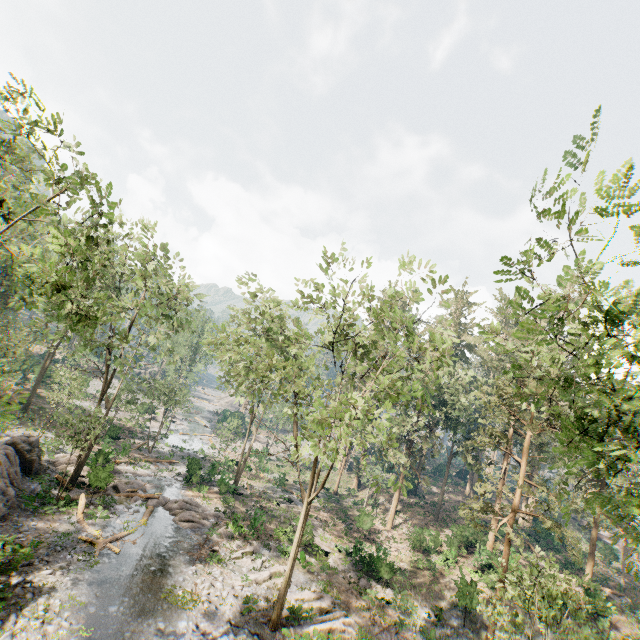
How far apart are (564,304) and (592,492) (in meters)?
6.34

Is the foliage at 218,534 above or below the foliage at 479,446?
below

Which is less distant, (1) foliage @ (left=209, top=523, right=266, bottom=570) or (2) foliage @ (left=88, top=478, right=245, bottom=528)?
(1) foliage @ (left=209, top=523, right=266, bottom=570)

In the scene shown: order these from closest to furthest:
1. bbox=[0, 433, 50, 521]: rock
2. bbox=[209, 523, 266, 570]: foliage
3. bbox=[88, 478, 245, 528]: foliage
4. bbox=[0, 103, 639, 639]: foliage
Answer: bbox=[0, 103, 639, 639]: foliage → bbox=[0, 433, 50, 521]: rock → bbox=[209, 523, 266, 570]: foliage → bbox=[88, 478, 245, 528]: foliage

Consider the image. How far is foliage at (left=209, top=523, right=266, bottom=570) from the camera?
21.7m

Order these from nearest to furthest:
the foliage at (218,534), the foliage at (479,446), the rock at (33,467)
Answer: the foliage at (479,446)
the rock at (33,467)
the foliage at (218,534)

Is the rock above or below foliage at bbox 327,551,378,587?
above
